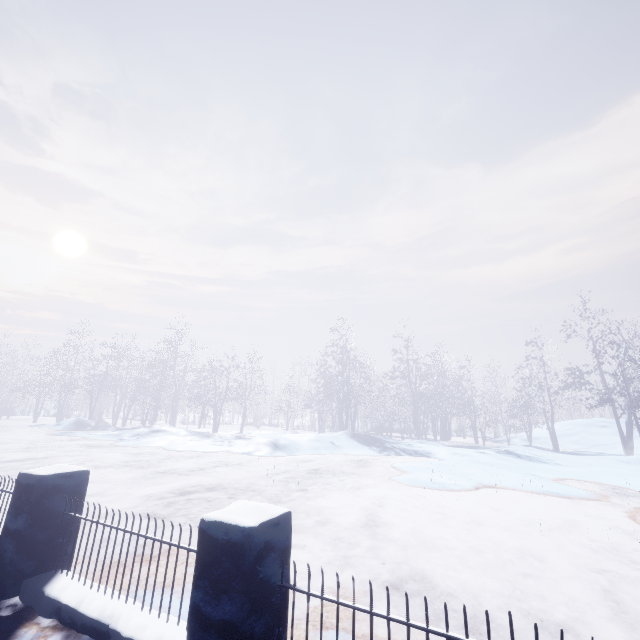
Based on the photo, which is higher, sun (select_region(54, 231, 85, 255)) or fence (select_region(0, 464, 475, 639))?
sun (select_region(54, 231, 85, 255))

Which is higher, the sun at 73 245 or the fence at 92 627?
the sun at 73 245

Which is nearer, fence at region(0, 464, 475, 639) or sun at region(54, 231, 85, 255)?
fence at region(0, 464, 475, 639)

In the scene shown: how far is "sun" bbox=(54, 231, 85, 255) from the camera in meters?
54.2 m

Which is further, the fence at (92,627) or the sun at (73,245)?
the sun at (73,245)

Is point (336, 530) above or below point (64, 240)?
below
